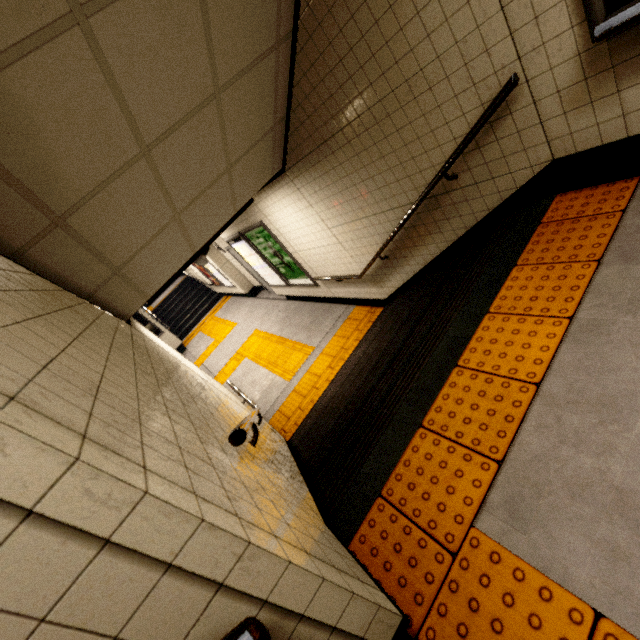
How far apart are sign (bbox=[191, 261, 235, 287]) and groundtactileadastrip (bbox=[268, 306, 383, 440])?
6.66m

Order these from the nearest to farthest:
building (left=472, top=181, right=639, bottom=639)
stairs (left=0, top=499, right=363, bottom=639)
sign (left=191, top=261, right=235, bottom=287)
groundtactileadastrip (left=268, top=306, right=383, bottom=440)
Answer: Result: stairs (left=0, top=499, right=363, bottom=639) < building (left=472, top=181, right=639, bottom=639) < groundtactileadastrip (left=268, top=306, right=383, bottom=440) < sign (left=191, top=261, right=235, bottom=287)

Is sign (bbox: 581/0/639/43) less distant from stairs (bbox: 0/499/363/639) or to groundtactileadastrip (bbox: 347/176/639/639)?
groundtactileadastrip (bbox: 347/176/639/639)

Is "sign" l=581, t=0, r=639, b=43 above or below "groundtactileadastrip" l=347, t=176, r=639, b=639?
above

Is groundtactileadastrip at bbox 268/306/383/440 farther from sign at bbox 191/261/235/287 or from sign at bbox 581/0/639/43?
sign at bbox 191/261/235/287

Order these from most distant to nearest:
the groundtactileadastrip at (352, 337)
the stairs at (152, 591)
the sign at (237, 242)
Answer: the sign at (237, 242)
the groundtactileadastrip at (352, 337)
the stairs at (152, 591)

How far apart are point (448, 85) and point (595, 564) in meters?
2.9

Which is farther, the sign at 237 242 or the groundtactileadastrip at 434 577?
the sign at 237 242
